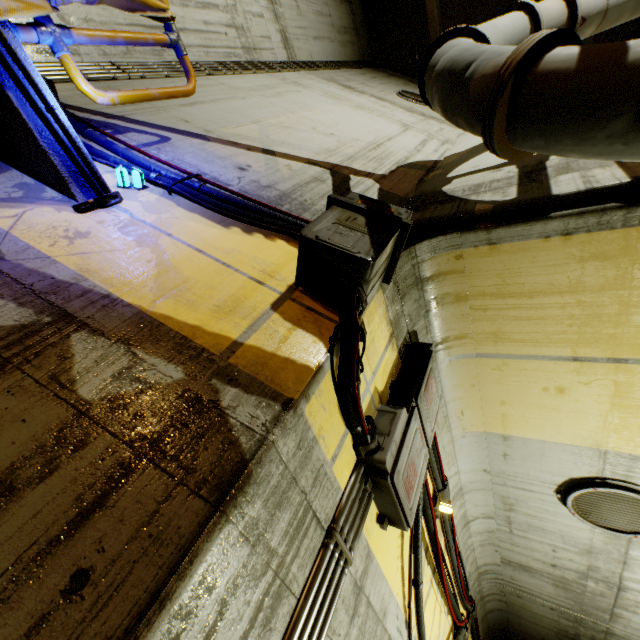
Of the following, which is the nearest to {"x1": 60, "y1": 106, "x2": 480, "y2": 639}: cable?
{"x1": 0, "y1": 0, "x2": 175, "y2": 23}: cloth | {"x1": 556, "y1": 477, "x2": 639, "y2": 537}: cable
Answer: {"x1": 0, "y1": 0, "x2": 175, "y2": 23}: cloth

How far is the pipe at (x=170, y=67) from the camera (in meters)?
3.59

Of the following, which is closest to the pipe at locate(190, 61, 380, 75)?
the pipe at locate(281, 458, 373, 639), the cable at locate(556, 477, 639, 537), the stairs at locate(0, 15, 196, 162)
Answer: the stairs at locate(0, 15, 196, 162)

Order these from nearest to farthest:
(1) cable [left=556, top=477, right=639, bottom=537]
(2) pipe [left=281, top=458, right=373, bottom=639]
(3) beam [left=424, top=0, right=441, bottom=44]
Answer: (2) pipe [left=281, top=458, right=373, bottom=639] < (1) cable [left=556, top=477, right=639, bottom=537] < (3) beam [left=424, top=0, right=441, bottom=44]

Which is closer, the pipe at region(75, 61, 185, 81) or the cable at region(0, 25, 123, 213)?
the cable at region(0, 25, 123, 213)

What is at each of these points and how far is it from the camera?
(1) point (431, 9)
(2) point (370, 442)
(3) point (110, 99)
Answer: (1) beam, 7.9 meters
(2) cable, 1.7 meters
(3) stairs, 2.2 meters

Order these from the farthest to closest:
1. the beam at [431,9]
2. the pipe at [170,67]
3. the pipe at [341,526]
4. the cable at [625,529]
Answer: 1. the beam at [431,9]
2. the pipe at [170,67]
3. the cable at [625,529]
4. the pipe at [341,526]

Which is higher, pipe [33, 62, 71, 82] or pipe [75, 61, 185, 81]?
pipe [75, 61, 185, 81]
